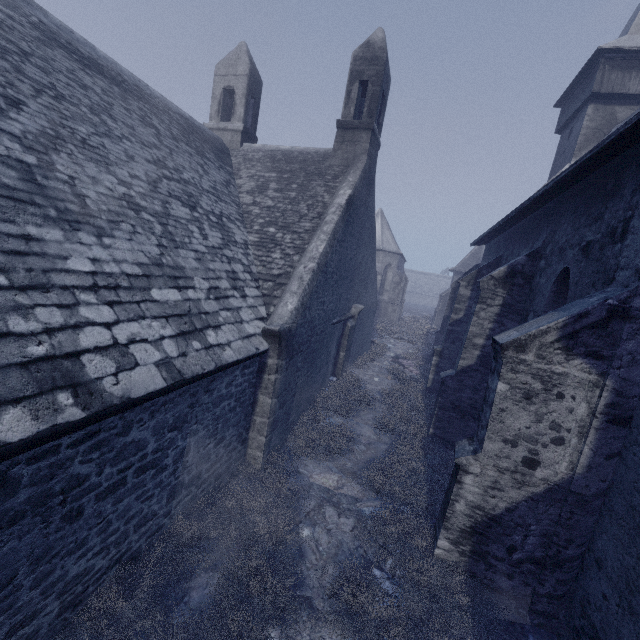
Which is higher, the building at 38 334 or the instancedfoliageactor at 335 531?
the building at 38 334

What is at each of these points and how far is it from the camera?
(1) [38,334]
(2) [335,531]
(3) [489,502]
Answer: (1) building, 3.0 meters
(2) instancedfoliageactor, 5.7 meters
(3) building, 4.8 meters

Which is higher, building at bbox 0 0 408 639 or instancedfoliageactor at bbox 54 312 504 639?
building at bbox 0 0 408 639

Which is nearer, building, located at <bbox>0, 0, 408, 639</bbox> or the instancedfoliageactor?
building, located at <bbox>0, 0, 408, 639</bbox>

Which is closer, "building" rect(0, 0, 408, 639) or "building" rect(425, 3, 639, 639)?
"building" rect(0, 0, 408, 639)
